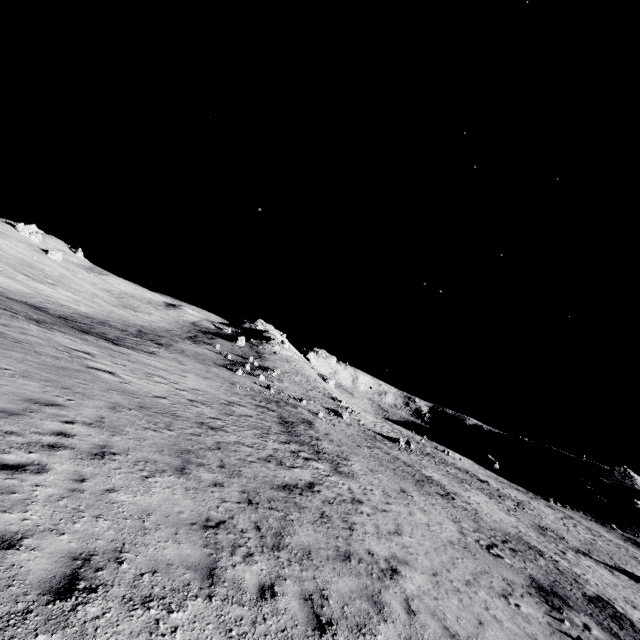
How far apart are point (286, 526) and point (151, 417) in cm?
676
